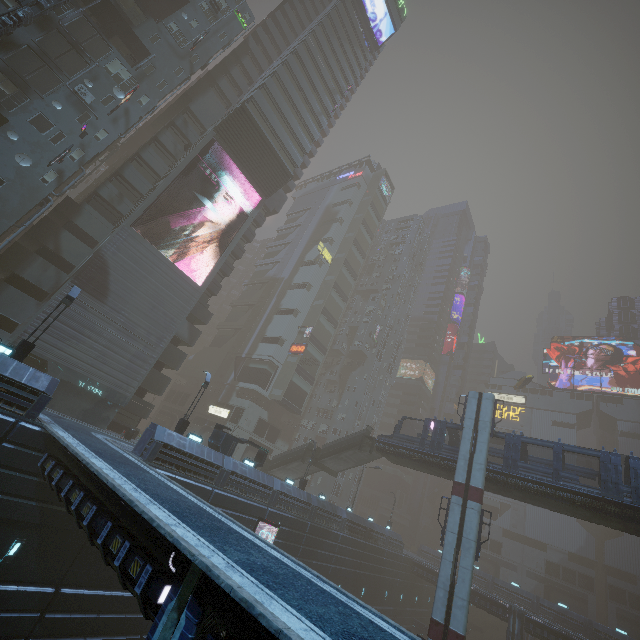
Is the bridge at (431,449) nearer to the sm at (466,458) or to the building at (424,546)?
the sm at (466,458)

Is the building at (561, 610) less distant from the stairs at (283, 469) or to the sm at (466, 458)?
the sm at (466, 458)

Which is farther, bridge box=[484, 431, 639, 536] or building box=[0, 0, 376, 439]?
building box=[0, 0, 376, 439]

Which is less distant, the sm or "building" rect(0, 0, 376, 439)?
the sm

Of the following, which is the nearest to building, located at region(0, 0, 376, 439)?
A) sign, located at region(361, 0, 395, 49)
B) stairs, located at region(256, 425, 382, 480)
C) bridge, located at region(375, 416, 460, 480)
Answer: sign, located at region(361, 0, 395, 49)

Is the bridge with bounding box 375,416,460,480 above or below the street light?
above

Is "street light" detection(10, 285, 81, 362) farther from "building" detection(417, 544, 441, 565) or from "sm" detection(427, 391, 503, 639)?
"sm" detection(427, 391, 503, 639)

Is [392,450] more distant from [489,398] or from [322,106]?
[322,106]
